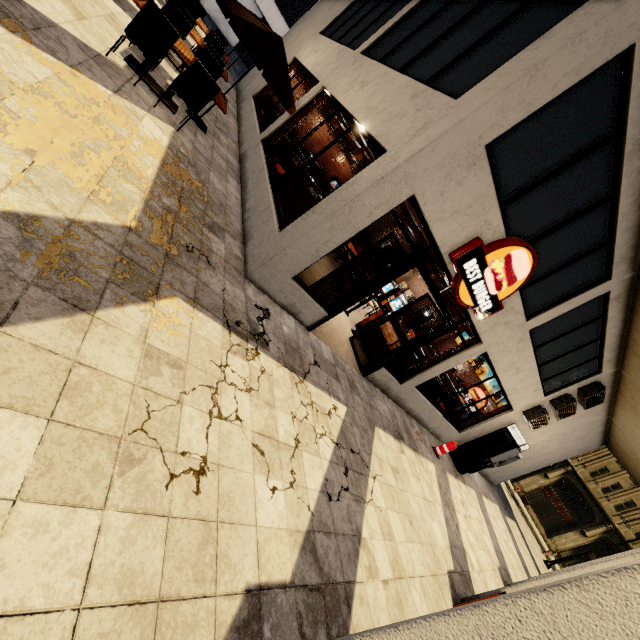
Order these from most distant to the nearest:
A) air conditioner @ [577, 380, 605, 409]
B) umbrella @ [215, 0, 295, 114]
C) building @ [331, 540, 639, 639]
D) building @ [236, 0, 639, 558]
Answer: air conditioner @ [577, 380, 605, 409], umbrella @ [215, 0, 295, 114], building @ [236, 0, 639, 558], building @ [331, 540, 639, 639]

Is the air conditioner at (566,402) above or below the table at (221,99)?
above

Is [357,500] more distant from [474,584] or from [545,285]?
[545,285]

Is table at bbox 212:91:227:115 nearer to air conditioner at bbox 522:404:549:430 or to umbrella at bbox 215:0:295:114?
umbrella at bbox 215:0:295:114

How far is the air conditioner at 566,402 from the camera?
10.5m

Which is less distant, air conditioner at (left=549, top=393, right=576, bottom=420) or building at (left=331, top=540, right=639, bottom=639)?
building at (left=331, top=540, right=639, bottom=639)

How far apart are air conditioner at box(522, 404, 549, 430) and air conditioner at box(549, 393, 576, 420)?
0.17m

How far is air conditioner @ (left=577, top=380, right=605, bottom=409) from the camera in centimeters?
1027cm
